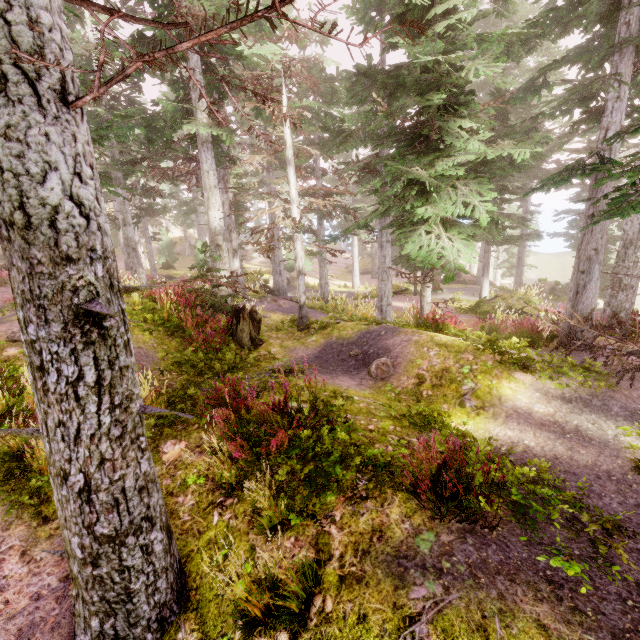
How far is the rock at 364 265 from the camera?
42.5m

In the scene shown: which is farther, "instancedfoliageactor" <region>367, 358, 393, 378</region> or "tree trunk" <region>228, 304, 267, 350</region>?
"tree trunk" <region>228, 304, 267, 350</region>

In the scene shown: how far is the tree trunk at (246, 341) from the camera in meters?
10.3

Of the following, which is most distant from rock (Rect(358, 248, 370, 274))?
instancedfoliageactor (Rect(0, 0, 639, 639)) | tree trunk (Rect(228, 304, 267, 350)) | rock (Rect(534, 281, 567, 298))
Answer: tree trunk (Rect(228, 304, 267, 350))

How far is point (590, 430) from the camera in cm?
538

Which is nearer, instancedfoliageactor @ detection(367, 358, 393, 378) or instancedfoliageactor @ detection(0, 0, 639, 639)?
instancedfoliageactor @ detection(0, 0, 639, 639)

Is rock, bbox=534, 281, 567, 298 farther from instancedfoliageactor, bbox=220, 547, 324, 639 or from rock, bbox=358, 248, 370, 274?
rock, bbox=358, 248, 370, 274

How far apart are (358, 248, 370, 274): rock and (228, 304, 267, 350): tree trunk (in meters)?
32.41
